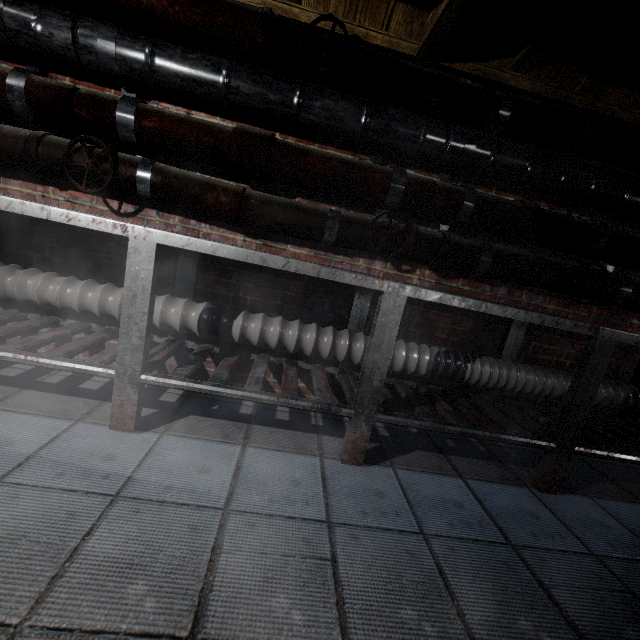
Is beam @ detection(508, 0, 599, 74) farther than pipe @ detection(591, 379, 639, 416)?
No

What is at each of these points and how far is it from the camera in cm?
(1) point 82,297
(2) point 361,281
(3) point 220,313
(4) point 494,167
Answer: (1) pipe, 158
(2) table, 129
(3) pipe, 167
(4) pipe, 164

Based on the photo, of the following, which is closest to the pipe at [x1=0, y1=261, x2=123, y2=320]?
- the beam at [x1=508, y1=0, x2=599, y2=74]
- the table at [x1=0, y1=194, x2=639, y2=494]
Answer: the table at [x1=0, y1=194, x2=639, y2=494]

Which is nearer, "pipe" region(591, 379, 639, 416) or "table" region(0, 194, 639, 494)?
"table" region(0, 194, 639, 494)

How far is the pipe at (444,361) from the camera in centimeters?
181cm

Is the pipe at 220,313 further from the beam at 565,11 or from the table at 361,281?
the beam at 565,11
